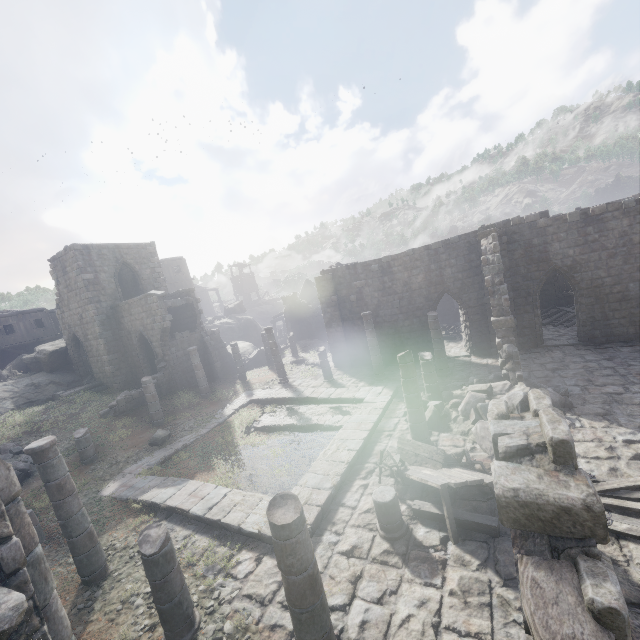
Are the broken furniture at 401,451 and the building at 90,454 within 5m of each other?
no

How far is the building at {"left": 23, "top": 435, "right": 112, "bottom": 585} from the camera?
7.5m

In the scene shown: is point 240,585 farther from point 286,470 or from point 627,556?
point 627,556

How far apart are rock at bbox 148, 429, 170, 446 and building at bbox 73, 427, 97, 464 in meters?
2.1

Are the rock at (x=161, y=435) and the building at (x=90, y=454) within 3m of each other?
yes

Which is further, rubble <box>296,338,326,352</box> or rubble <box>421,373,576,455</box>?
rubble <box>296,338,326,352</box>

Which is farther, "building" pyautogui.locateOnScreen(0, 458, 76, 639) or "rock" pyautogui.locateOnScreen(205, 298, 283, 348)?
"rock" pyautogui.locateOnScreen(205, 298, 283, 348)

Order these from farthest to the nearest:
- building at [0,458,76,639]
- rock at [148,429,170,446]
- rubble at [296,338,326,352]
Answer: rubble at [296,338,326,352]
rock at [148,429,170,446]
building at [0,458,76,639]
